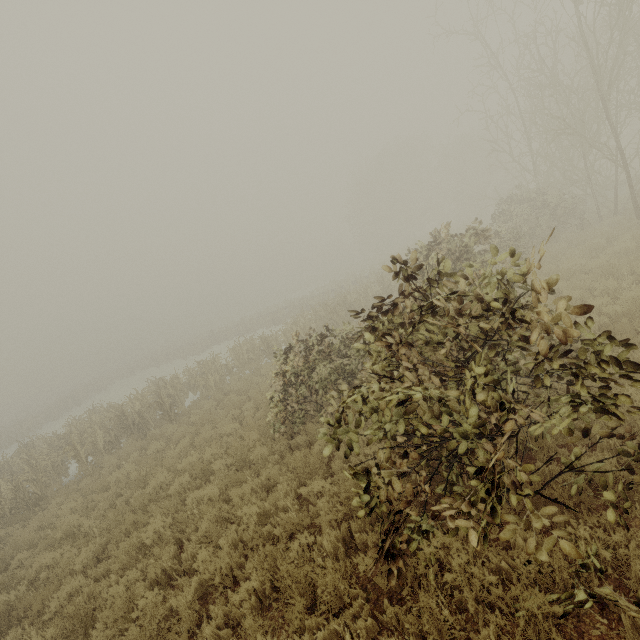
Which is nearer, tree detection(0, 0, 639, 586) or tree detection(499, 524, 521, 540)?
tree detection(499, 524, 521, 540)

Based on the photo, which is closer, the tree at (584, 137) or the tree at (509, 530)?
the tree at (509, 530)

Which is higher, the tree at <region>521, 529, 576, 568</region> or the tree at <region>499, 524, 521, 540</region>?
the tree at <region>499, 524, 521, 540</region>

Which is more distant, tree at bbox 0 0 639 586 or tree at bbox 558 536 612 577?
tree at bbox 0 0 639 586

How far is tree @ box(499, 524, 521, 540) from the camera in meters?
2.6

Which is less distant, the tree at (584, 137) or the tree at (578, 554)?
the tree at (578, 554)

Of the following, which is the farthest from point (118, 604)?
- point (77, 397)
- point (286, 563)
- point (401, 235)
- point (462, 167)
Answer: point (401, 235)

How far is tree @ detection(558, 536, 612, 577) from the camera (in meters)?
2.34
